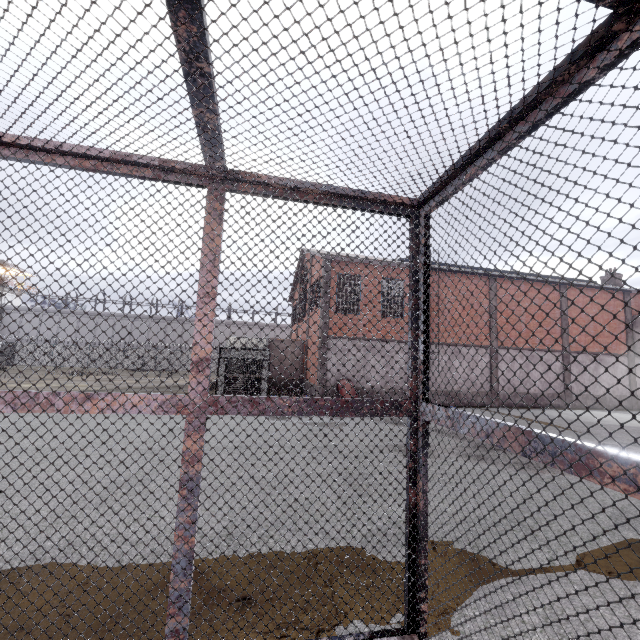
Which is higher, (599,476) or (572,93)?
(572,93)
